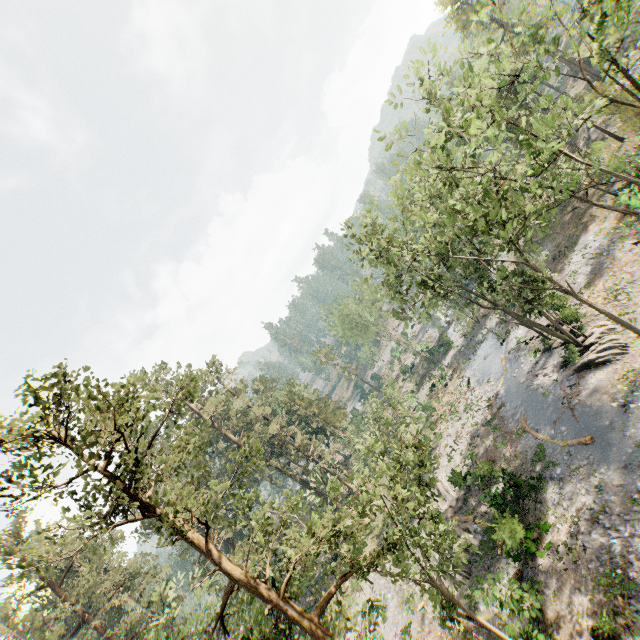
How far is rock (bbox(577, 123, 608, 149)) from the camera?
39.47m

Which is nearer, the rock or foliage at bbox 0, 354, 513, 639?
foliage at bbox 0, 354, 513, 639

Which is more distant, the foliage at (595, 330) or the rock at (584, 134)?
the rock at (584, 134)

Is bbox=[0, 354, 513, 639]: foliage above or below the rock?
above

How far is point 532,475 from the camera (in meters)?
22.56

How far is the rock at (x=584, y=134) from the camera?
A: 39.47m
